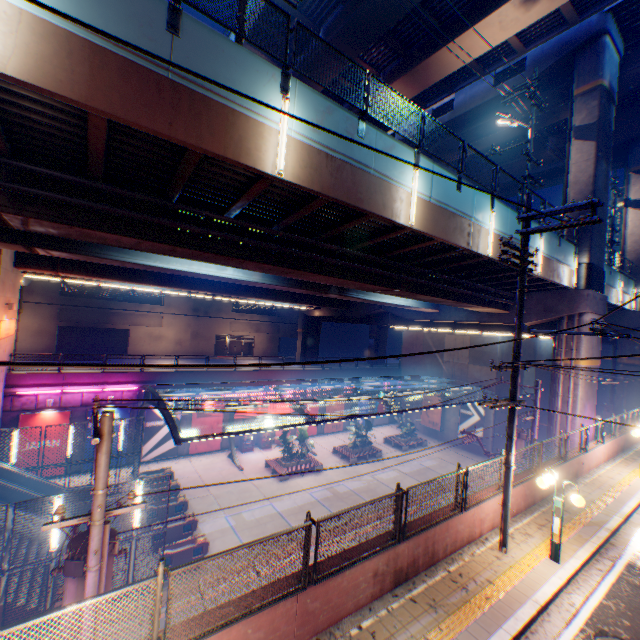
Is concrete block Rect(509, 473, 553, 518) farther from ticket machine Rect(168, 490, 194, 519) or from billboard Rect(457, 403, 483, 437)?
ticket machine Rect(168, 490, 194, 519)

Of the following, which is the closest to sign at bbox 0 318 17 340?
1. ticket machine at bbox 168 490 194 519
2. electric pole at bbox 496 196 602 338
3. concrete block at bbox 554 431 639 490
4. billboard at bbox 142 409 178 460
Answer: billboard at bbox 142 409 178 460

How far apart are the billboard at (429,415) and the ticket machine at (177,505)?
27.18m

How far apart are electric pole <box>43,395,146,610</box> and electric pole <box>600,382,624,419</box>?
34.3m

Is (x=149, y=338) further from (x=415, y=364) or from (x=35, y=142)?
(x=35, y=142)

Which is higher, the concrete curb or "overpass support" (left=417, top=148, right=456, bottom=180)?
"overpass support" (left=417, top=148, right=456, bottom=180)

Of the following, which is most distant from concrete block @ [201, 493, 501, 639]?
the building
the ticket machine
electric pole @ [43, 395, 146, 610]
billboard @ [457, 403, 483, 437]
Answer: the building

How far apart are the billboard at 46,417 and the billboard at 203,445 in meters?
8.1 m
